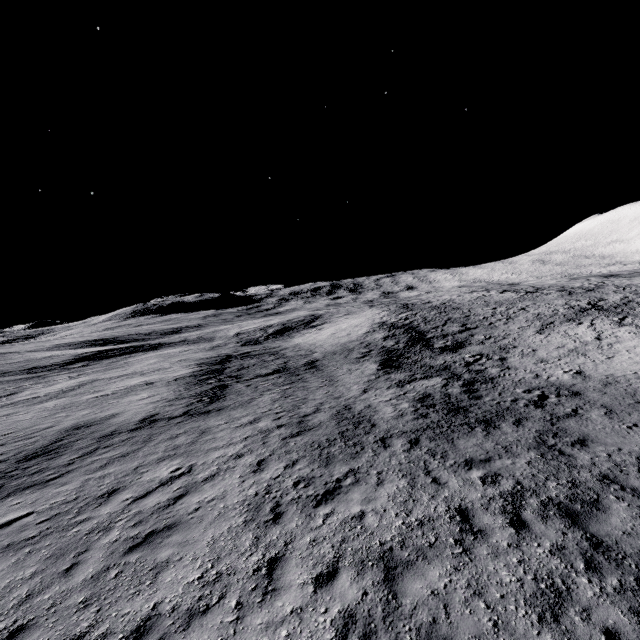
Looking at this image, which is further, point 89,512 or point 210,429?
point 210,429
